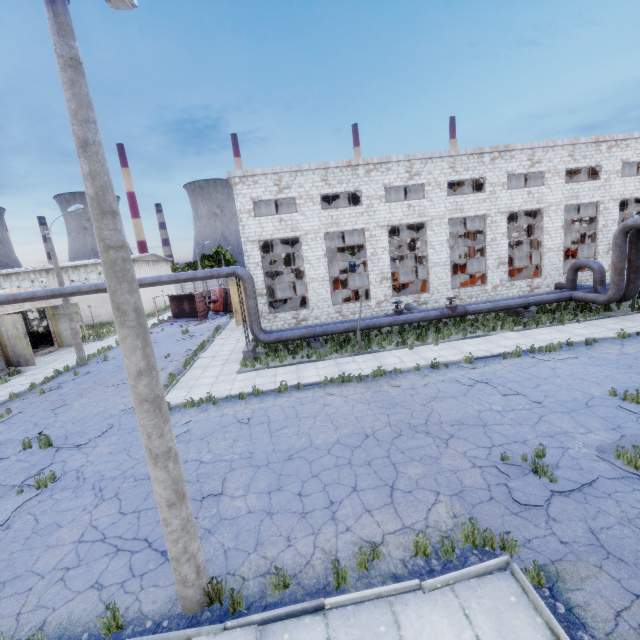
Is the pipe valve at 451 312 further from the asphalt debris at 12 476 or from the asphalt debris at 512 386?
the asphalt debris at 12 476

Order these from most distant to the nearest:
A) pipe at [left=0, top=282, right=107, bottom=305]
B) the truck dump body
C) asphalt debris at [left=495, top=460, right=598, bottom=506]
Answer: the truck dump body
pipe at [left=0, top=282, right=107, bottom=305]
asphalt debris at [left=495, top=460, right=598, bottom=506]

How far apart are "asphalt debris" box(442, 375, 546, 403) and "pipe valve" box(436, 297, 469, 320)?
7.16m

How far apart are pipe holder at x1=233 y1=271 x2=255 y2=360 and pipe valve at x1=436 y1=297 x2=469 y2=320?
11.17m

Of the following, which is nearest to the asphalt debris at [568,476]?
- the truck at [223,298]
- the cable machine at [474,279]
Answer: the cable machine at [474,279]

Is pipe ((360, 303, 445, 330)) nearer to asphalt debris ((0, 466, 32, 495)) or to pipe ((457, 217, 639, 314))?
pipe ((457, 217, 639, 314))

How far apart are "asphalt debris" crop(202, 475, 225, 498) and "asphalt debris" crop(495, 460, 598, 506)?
6.4m

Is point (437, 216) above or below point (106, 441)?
above
